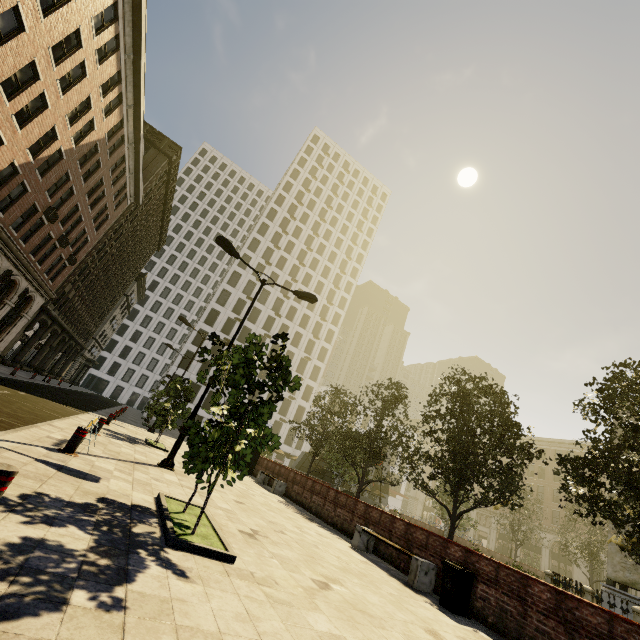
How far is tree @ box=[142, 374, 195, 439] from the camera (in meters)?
14.76

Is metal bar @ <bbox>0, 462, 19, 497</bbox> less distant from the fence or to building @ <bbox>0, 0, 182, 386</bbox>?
building @ <bbox>0, 0, 182, 386</bbox>

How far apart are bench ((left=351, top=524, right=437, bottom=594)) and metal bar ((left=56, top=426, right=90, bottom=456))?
7.87m

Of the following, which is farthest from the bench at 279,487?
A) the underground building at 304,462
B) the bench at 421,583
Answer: the underground building at 304,462

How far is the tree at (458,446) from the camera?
11.9 meters

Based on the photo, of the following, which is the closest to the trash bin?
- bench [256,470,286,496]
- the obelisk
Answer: bench [256,470,286,496]

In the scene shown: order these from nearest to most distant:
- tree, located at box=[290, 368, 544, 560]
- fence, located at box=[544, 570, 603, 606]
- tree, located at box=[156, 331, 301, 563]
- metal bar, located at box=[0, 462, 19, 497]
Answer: metal bar, located at box=[0, 462, 19, 497], tree, located at box=[156, 331, 301, 563], tree, located at box=[290, 368, 544, 560], fence, located at box=[544, 570, 603, 606]

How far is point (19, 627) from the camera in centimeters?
201cm
